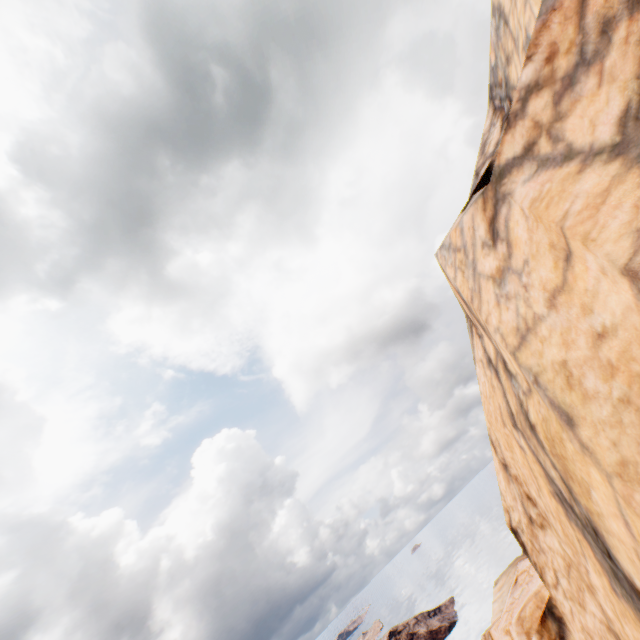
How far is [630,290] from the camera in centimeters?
169cm
